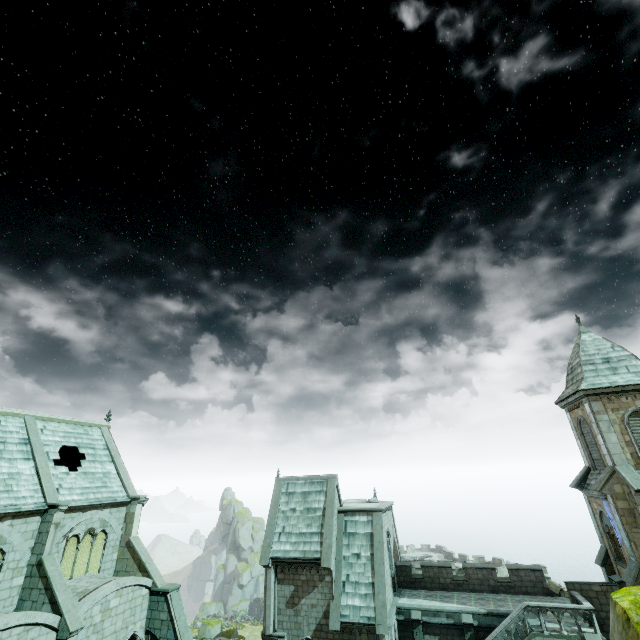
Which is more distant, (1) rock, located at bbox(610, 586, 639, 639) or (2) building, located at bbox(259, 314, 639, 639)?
(2) building, located at bbox(259, 314, 639, 639)

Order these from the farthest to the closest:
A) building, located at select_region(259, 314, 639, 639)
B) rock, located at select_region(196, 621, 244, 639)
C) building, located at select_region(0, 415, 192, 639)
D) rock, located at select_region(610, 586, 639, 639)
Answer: rock, located at select_region(196, 621, 244, 639), building, located at select_region(259, 314, 639, 639), building, located at select_region(0, 415, 192, 639), rock, located at select_region(610, 586, 639, 639)

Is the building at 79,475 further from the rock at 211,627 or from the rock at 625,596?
the rock at 211,627

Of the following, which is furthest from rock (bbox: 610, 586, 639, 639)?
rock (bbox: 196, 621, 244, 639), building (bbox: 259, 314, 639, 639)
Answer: rock (bbox: 196, 621, 244, 639)

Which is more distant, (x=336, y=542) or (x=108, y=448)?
(x=108, y=448)
